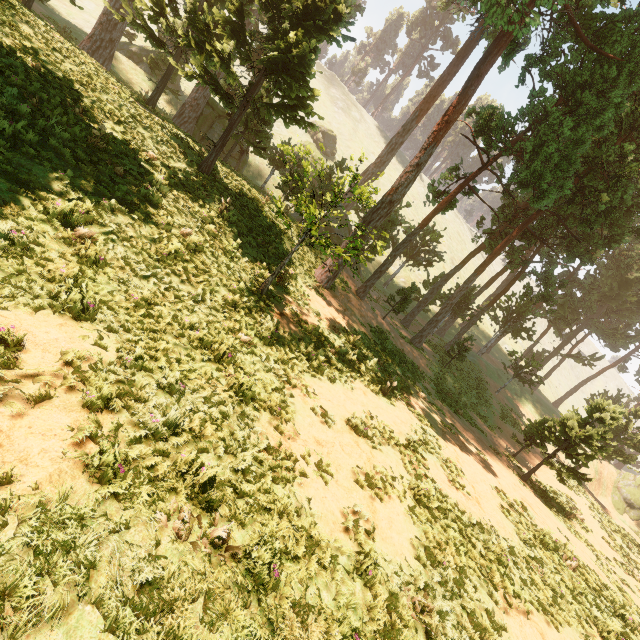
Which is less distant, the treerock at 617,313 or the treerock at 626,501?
the treerock at 617,313

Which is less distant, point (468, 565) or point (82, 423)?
point (82, 423)

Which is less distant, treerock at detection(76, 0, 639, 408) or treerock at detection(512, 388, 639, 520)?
treerock at detection(76, 0, 639, 408)
